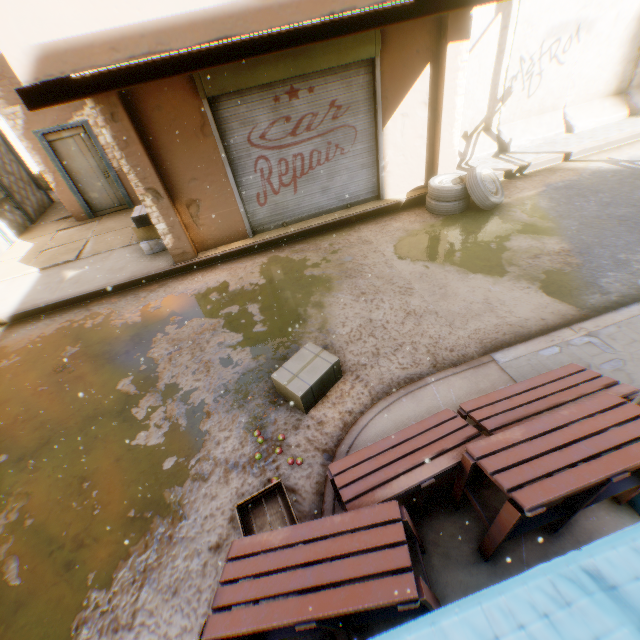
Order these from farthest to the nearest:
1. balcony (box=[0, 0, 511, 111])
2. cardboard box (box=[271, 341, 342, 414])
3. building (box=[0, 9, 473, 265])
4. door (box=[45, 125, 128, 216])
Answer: door (box=[45, 125, 128, 216]) < building (box=[0, 9, 473, 265]) < cardboard box (box=[271, 341, 342, 414]) < balcony (box=[0, 0, 511, 111])

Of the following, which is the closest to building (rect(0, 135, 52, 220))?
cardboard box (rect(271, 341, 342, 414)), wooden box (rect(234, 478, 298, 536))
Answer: cardboard box (rect(271, 341, 342, 414))

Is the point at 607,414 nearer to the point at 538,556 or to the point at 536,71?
the point at 538,556

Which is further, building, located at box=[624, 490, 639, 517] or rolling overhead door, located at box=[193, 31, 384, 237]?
rolling overhead door, located at box=[193, 31, 384, 237]

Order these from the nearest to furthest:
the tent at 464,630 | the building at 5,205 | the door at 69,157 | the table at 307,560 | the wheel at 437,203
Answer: the tent at 464,630 → the table at 307,560 → the wheel at 437,203 → the door at 69,157 → the building at 5,205

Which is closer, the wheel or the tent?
the tent

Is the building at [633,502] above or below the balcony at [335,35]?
below

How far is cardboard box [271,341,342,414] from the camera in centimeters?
388cm
